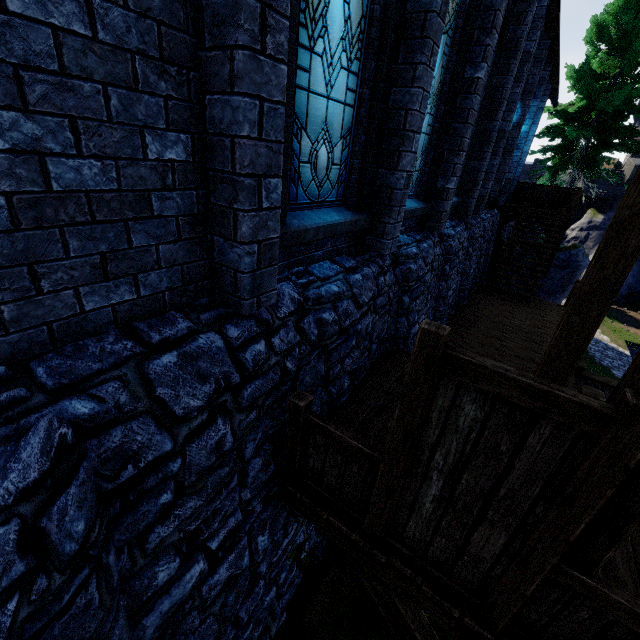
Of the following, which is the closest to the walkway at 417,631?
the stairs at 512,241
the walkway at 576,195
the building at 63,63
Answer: the building at 63,63

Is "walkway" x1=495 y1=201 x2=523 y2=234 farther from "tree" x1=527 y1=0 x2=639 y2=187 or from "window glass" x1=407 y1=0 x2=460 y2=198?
"window glass" x1=407 y1=0 x2=460 y2=198

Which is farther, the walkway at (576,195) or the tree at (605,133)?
the tree at (605,133)

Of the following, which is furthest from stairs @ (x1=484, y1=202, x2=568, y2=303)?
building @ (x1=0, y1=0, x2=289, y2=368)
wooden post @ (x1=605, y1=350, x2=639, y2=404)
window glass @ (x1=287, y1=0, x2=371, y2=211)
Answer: wooden post @ (x1=605, y1=350, x2=639, y2=404)

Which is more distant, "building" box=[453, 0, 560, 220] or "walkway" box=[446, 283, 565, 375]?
"walkway" box=[446, 283, 565, 375]

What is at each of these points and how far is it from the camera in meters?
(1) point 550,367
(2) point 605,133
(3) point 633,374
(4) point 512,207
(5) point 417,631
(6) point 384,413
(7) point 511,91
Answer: (1) wooden post, 4.3 m
(2) tree, 17.0 m
(3) wooden post, 1.6 m
(4) walkway, 15.5 m
(5) walkway, 3.1 m
(6) walkway, 4.4 m
(7) building, 9.6 m

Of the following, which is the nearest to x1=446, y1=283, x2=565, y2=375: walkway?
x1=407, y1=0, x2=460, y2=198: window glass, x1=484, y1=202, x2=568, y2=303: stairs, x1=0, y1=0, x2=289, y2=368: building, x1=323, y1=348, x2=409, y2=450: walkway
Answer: x1=484, y1=202, x2=568, y2=303: stairs

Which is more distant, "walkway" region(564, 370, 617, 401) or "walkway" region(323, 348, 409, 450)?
"walkway" region(564, 370, 617, 401)
